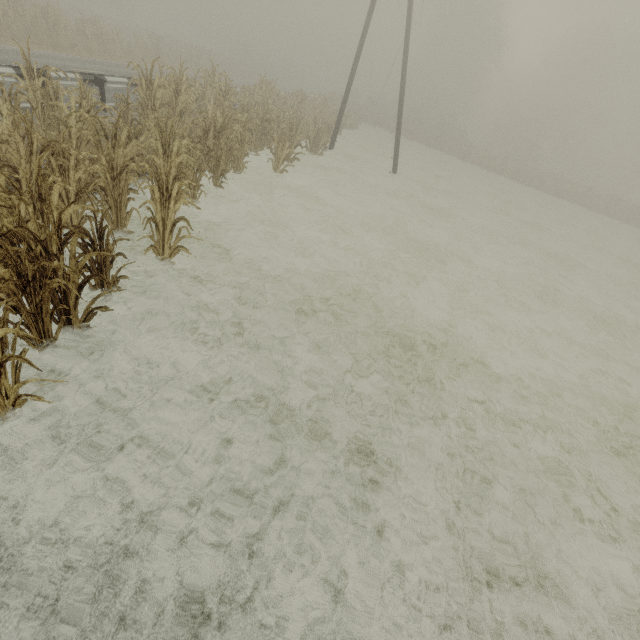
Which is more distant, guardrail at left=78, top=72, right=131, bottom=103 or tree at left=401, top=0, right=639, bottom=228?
tree at left=401, top=0, right=639, bottom=228

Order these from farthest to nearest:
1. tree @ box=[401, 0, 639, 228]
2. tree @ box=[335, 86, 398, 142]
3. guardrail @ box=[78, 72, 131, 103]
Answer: tree @ box=[401, 0, 639, 228] < tree @ box=[335, 86, 398, 142] < guardrail @ box=[78, 72, 131, 103]

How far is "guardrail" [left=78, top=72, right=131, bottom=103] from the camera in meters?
9.5

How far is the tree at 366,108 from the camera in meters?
27.8 m

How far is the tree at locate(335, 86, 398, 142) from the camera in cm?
2776

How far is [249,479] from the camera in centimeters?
326cm

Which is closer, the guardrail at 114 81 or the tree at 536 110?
the guardrail at 114 81

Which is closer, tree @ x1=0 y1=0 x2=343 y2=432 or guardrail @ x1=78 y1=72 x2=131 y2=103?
tree @ x1=0 y1=0 x2=343 y2=432
